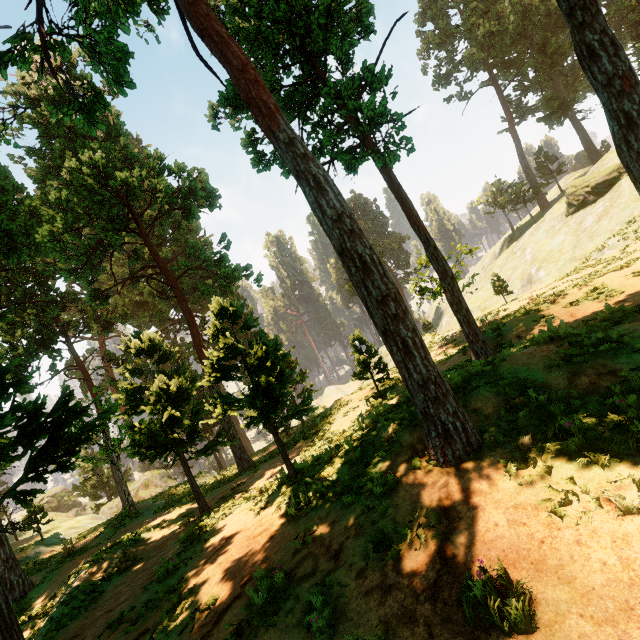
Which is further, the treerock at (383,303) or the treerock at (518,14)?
the treerock at (518,14)

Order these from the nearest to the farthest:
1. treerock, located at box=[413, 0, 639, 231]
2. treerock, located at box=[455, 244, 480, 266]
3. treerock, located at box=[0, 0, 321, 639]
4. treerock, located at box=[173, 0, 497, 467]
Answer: treerock, located at box=[173, 0, 497, 467], treerock, located at box=[413, 0, 639, 231], treerock, located at box=[0, 0, 321, 639], treerock, located at box=[455, 244, 480, 266]

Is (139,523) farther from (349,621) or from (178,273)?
(178,273)

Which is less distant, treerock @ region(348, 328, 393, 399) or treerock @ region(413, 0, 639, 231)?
treerock @ region(413, 0, 639, 231)

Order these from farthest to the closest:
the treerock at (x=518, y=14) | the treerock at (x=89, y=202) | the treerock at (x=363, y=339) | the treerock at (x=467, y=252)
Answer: the treerock at (x=467, y=252)
the treerock at (x=363, y=339)
the treerock at (x=89, y=202)
the treerock at (x=518, y=14)

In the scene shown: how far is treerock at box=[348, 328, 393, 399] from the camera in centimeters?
1538cm
